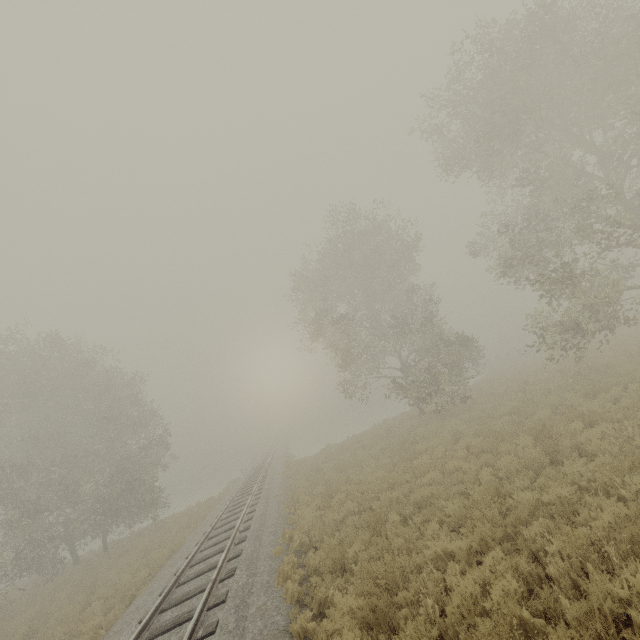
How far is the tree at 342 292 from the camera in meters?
21.2 m

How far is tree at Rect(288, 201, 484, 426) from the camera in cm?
2123

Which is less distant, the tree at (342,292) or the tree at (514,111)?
the tree at (514,111)

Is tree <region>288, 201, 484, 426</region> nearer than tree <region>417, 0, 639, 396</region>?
No

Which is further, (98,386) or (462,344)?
(98,386)
